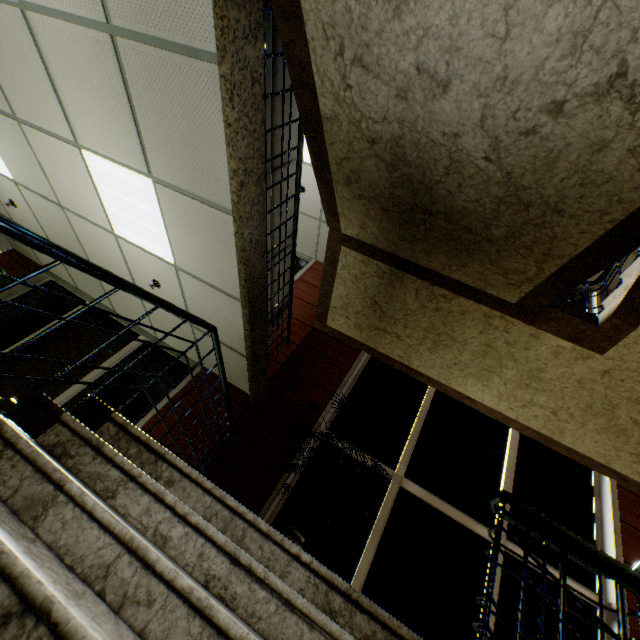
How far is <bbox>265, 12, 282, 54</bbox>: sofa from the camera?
2.3m

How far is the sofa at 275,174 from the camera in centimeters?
311cm

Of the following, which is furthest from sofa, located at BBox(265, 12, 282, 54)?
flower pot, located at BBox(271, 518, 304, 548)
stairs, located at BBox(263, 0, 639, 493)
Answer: flower pot, located at BBox(271, 518, 304, 548)

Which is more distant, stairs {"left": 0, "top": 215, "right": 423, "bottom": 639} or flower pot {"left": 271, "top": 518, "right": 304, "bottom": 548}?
flower pot {"left": 271, "top": 518, "right": 304, "bottom": 548}

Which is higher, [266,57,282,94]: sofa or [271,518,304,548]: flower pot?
[266,57,282,94]: sofa

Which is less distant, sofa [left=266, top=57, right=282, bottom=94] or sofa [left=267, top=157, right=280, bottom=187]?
sofa [left=266, top=57, right=282, bottom=94]

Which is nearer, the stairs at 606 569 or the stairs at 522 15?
the stairs at 606 569

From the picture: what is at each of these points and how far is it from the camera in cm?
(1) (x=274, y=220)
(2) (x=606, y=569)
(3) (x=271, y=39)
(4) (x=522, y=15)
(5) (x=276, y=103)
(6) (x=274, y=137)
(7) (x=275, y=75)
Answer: (1) sofa, 361
(2) stairs, 113
(3) sofa, 241
(4) stairs, 143
(5) sofa, 279
(6) sofa, 297
(7) sofa, 263
